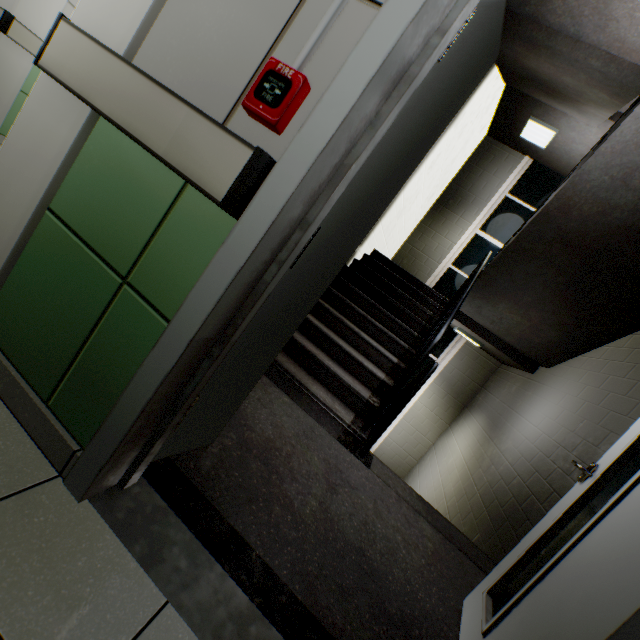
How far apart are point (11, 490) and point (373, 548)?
1.5m

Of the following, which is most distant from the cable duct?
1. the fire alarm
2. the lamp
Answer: the lamp

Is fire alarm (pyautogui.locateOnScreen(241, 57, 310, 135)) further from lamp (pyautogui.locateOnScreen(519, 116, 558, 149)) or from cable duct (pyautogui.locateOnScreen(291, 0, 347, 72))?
lamp (pyautogui.locateOnScreen(519, 116, 558, 149))

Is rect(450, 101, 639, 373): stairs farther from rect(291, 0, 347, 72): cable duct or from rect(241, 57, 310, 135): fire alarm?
rect(241, 57, 310, 135): fire alarm

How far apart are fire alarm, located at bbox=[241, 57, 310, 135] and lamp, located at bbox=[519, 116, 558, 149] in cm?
639

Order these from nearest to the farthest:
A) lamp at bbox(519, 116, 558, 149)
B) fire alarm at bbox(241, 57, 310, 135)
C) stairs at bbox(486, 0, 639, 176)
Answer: fire alarm at bbox(241, 57, 310, 135), stairs at bbox(486, 0, 639, 176), lamp at bbox(519, 116, 558, 149)

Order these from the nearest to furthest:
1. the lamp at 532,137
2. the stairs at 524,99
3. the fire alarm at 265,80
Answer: the fire alarm at 265,80, the stairs at 524,99, the lamp at 532,137

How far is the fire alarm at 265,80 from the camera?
0.8m
